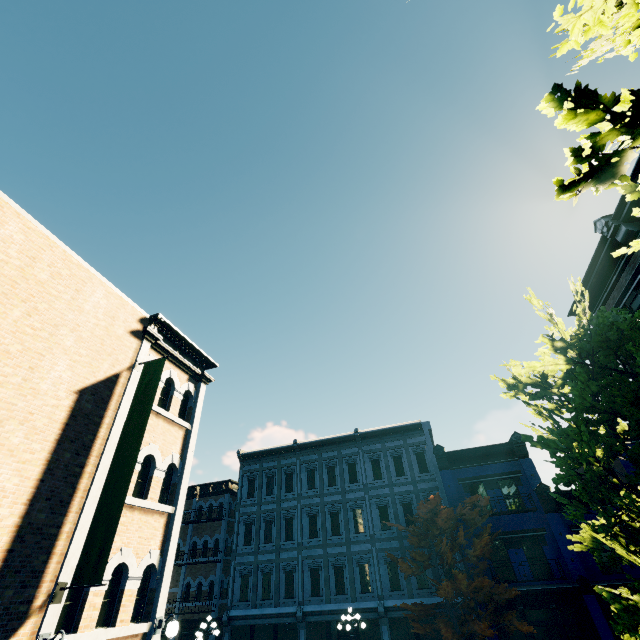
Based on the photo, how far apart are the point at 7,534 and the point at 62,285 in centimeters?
523cm

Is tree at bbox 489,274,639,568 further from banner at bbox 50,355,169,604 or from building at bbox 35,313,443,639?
banner at bbox 50,355,169,604

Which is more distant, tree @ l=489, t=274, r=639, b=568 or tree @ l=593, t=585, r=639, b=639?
tree @ l=489, t=274, r=639, b=568

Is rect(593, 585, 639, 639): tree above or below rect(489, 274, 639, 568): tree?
below

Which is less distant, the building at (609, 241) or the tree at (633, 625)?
the tree at (633, 625)

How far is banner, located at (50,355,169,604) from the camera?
6.2 meters

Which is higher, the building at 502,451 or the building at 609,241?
the building at 609,241

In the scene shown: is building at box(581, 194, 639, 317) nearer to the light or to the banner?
the banner
